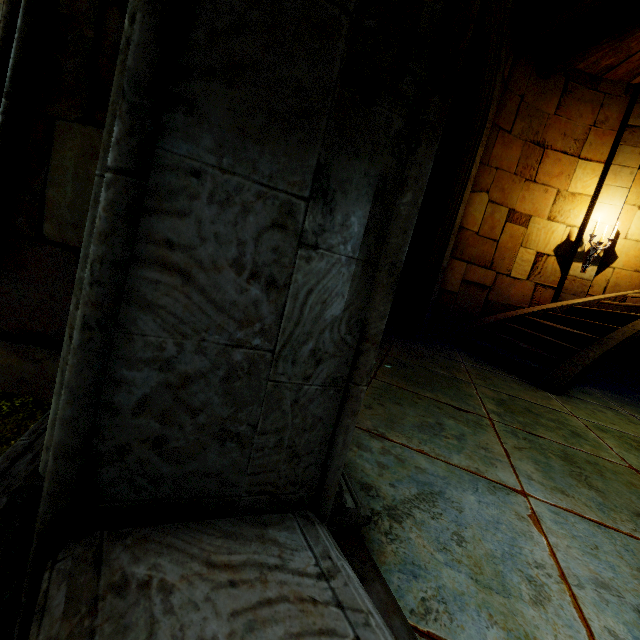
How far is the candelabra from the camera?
6.3 meters

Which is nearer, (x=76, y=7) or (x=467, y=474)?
(x=76, y=7)

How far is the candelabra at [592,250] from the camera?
6.30m
